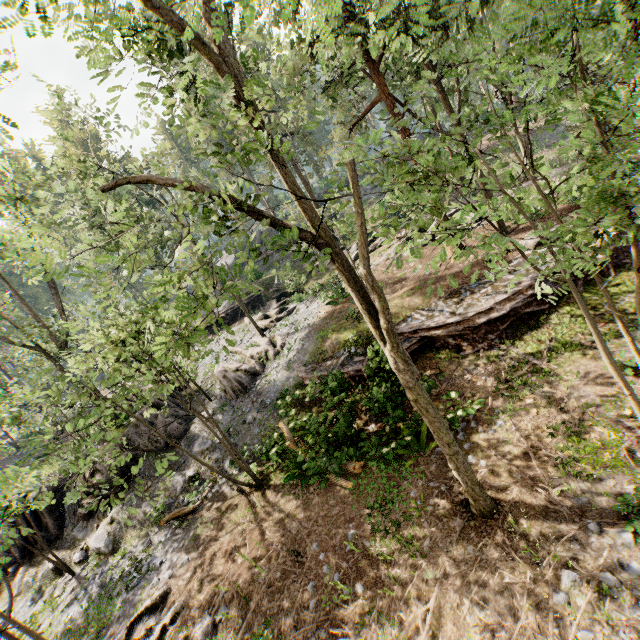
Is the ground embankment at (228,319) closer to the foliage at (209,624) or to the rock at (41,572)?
the foliage at (209,624)

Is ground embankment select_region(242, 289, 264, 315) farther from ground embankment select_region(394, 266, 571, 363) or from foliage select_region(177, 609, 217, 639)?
ground embankment select_region(394, 266, 571, 363)

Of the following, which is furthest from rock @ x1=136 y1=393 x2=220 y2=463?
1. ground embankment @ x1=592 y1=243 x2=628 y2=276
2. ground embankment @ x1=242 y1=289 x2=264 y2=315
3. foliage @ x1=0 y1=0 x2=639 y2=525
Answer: ground embankment @ x1=242 y1=289 x2=264 y2=315

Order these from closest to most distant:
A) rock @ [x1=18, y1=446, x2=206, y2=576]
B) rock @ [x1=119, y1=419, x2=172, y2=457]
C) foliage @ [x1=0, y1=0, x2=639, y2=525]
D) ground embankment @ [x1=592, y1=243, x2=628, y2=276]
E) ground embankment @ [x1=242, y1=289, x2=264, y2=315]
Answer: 1. foliage @ [x1=0, y1=0, x2=639, y2=525]
2. ground embankment @ [x1=592, y1=243, x2=628, y2=276]
3. rock @ [x1=18, y1=446, x2=206, y2=576]
4. rock @ [x1=119, y1=419, x2=172, y2=457]
5. ground embankment @ [x1=242, y1=289, x2=264, y2=315]

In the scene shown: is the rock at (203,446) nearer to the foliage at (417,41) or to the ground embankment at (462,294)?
the foliage at (417,41)

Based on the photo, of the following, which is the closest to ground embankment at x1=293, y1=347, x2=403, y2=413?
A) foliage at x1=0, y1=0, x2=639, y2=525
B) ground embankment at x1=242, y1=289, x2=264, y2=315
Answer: foliage at x1=0, y1=0, x2=639, y2=525

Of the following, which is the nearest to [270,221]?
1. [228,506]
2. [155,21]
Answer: [155,21]
